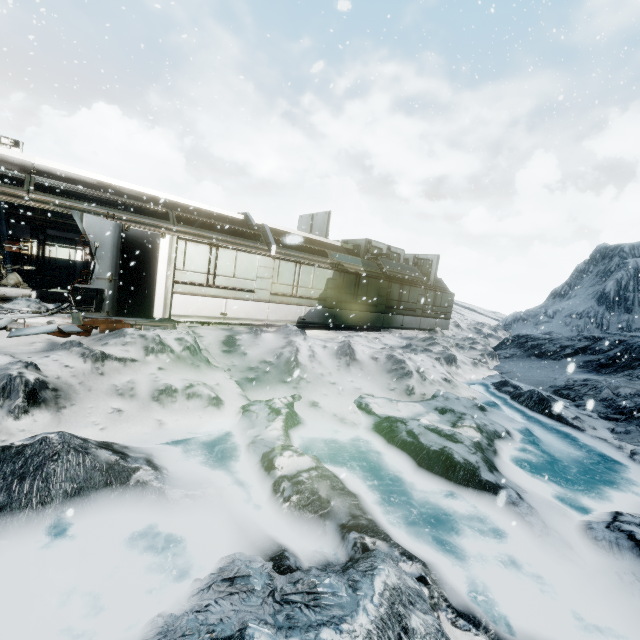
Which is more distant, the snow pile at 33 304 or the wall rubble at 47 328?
the snow pile at 33 304

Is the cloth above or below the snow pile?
above

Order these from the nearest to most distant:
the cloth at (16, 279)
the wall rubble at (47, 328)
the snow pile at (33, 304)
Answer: the wall rubble at (47, 328) → the snow pile at (33, 304) → the cloth at (16, 279)

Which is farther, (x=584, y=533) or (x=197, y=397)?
(x=197, y=397)

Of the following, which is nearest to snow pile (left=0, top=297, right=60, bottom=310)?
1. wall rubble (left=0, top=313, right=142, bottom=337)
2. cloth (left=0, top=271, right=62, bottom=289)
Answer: wall rubble (left=0, top=313, right=142, bottom=337)

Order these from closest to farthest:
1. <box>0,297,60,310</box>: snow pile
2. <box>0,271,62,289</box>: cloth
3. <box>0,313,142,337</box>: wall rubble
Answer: <box>0,313,142,337</box>: wall rubble
<box>0,297,60,310</box>: snow pile
<box>0,271,62,289</box>: cloth

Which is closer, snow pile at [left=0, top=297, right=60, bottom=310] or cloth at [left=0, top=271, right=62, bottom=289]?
snow pile at [left=0, top=297, right=60, bottom=310]
